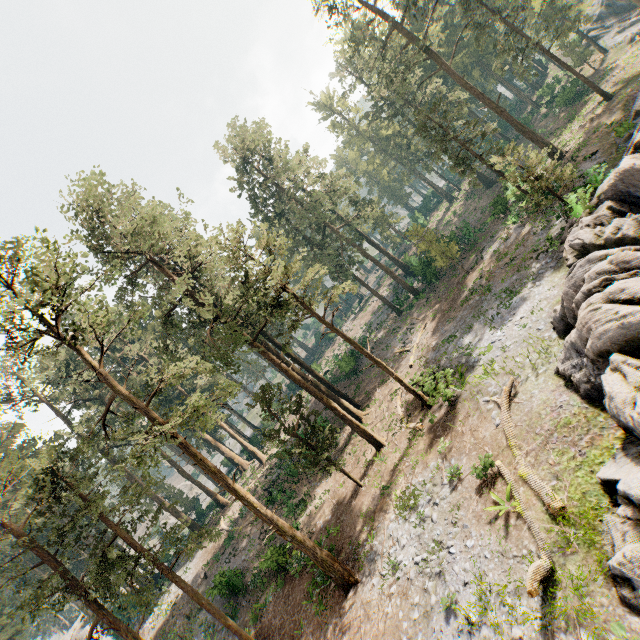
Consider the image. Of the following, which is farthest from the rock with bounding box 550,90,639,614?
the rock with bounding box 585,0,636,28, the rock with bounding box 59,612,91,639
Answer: the rock with bounding box 59,612,91,639

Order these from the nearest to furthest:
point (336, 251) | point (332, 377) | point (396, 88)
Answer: point (336, 251) < point (332, 377) < point (396, 88)

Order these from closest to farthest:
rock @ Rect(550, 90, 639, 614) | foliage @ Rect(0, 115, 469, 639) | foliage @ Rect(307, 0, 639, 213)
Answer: rock @ Rect(550, 90, 639, 614)
foliage @ Rect(0, 115, 469, 639)
foliage @ Rect(307, 0, 639, 213)

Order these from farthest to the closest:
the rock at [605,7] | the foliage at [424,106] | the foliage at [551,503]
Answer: the rock at [605,7], the foliage at [424,106], the foliage at [551,503]

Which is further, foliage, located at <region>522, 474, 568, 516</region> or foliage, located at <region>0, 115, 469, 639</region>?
foliage, located at <region>0, 115, 469, 639</region>

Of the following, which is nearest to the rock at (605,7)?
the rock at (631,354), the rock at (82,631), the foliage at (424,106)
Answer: the foliage at (424,106)

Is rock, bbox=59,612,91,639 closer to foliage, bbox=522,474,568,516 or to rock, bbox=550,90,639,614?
foliage, bbox=522,474,568,516

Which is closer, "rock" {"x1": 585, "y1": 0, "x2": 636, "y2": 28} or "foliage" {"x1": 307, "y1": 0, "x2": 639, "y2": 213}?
"foliage" {"x1": 307, "y1": 0, "x2": 639, "y2": 213}
